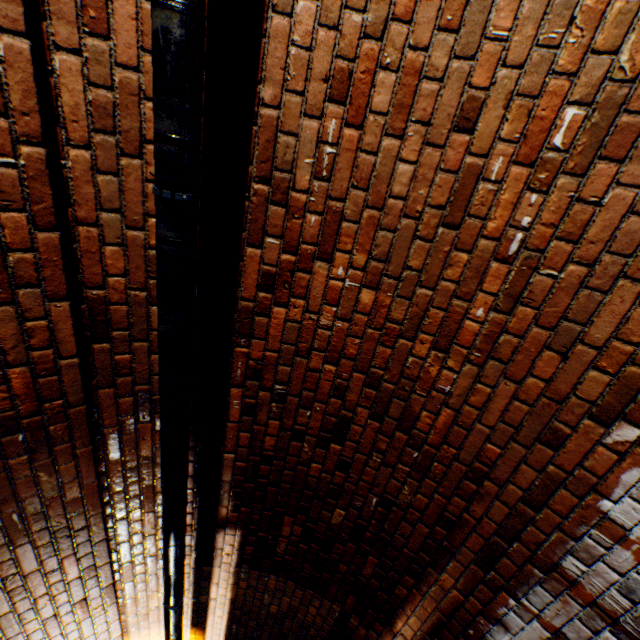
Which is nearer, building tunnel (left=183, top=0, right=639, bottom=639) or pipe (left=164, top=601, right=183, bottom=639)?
building tunnel (left=183, top=0, right=639, bottom=639)

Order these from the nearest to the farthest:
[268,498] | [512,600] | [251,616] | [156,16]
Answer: [156,16] → [512,600] → [268,498] → [251,616]

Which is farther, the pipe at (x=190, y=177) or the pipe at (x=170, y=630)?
the pipe at (x=170, y=630)

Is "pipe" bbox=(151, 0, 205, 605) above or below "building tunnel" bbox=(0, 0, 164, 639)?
below

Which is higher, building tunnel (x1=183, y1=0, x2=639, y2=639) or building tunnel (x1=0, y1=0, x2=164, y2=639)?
building tunnel (x1=0, y1=0, x2=164, y2=639)

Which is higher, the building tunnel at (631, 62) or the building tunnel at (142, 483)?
the building tunnel at (142, 483)

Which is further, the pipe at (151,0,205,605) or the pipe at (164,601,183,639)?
the pipe at (164,601,183,639)
